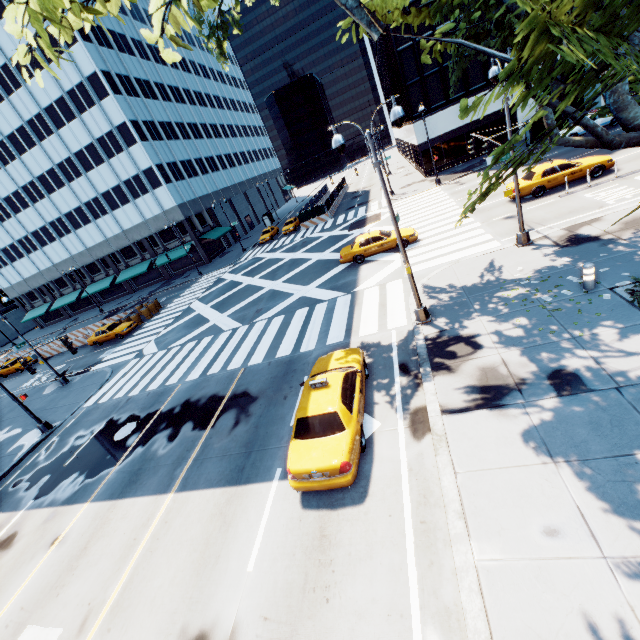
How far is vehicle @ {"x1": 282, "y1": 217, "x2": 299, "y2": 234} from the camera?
42.8m

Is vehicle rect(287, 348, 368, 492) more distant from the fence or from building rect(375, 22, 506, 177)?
building rect(375, 22, 506, 177)

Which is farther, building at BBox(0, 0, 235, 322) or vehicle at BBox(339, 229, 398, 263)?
building at BBox(0, 0, 235, 322)

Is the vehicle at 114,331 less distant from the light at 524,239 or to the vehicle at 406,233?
the vehicle at 406,233

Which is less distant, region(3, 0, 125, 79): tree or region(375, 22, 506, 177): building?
region(3, 0, 125, 79): tree

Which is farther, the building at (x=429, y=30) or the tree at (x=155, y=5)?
the building at (x=429, y=30)

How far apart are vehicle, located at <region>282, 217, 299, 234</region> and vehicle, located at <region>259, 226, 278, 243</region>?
1.53m

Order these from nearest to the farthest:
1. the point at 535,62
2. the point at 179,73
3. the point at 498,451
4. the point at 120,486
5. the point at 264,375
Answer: the point at 535,62 → the point at 498,451 → the point at 120,486 → the point at 264,375 → the point at 179,73
